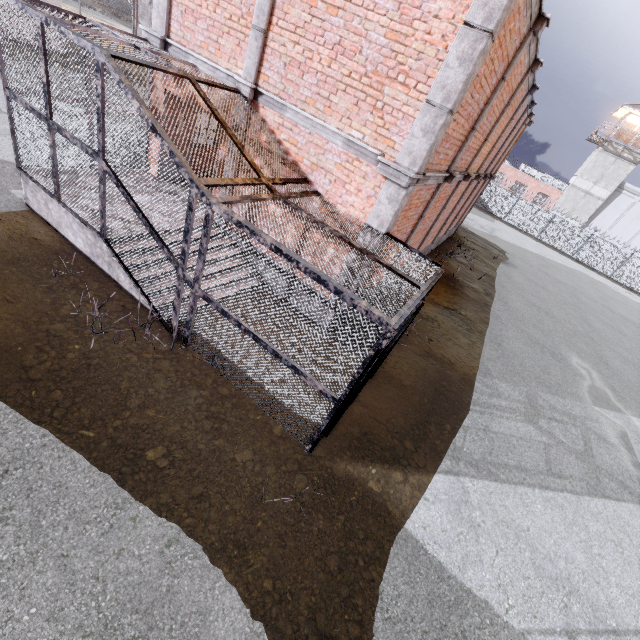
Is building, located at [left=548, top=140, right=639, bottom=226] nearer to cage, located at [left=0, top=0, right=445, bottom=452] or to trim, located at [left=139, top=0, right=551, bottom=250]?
trim, located at [left=139, top=0, right=551, bottom=250]

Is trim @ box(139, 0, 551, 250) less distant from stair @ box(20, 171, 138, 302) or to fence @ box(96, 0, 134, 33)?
stair @ box(20, 171, 138, 302)

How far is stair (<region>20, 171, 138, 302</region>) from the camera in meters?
6.4

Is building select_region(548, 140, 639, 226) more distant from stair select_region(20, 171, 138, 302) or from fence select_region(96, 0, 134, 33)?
stair select_region(20, 171, 138, 302)

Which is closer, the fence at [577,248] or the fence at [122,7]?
the fence at [122,7]

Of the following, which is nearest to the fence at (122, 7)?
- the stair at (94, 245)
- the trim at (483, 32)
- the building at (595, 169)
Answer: the building at (595, 169)

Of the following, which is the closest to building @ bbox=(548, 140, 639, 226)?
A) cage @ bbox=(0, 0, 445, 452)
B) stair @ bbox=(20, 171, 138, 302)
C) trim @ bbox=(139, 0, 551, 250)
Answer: trim @ bbox=(139, 0, 551, 250)

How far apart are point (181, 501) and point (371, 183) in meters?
6.0 m
